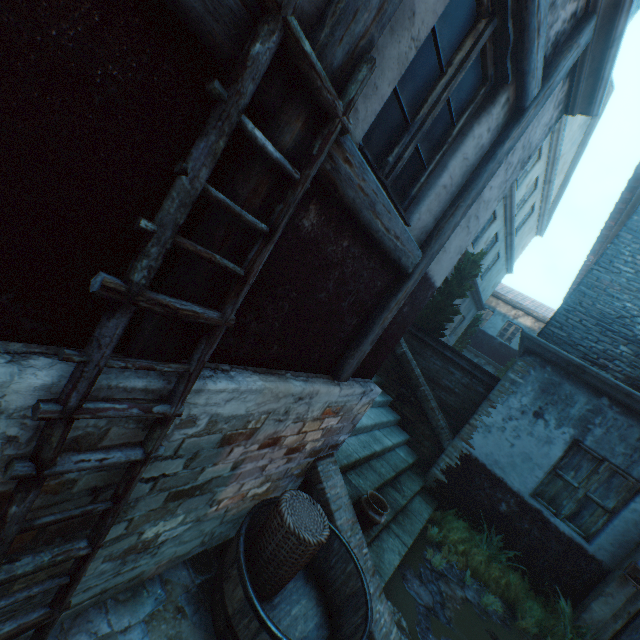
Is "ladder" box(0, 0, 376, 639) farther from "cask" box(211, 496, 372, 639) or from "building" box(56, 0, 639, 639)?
"cask" box(211, 496, 372, 639)

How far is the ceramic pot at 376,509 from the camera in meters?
3.9

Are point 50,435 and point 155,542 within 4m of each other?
yes

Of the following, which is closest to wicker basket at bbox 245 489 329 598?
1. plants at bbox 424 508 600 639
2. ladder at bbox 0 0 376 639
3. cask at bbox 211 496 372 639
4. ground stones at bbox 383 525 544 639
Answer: cask at bbox 211 496 372 639

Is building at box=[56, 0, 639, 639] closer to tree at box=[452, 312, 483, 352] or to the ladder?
the ladder

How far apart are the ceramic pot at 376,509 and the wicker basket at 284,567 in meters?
1.0 m

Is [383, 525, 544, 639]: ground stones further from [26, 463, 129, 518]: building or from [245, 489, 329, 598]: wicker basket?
[245, 489, 329, 598]: wicker basket

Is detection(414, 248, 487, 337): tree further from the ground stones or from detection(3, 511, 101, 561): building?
detection(3, 511, 101, 561): building
